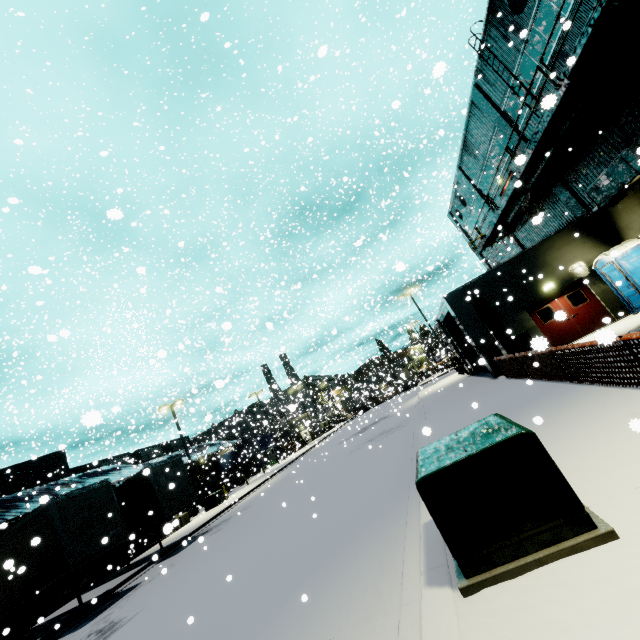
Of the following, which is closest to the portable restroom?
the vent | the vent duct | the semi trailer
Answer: the vent duct

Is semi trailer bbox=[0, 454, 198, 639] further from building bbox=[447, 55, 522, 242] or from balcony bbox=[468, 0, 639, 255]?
balcony bbox=[468, 0, 639, 255]

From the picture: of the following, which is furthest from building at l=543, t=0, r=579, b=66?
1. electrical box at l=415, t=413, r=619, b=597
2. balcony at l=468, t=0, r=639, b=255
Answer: electrical box at l=415, t=413, r=619, b=597

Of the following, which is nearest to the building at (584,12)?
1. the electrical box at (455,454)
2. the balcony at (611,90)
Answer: the balcony at (611,90)

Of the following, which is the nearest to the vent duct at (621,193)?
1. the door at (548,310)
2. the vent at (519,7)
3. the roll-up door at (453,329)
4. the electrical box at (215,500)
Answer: the door at (548,310)

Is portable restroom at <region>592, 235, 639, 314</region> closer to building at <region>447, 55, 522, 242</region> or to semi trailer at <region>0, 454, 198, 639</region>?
building at <region>447, 55, 522, 242</region>

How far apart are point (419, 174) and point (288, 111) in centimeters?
1391cm
